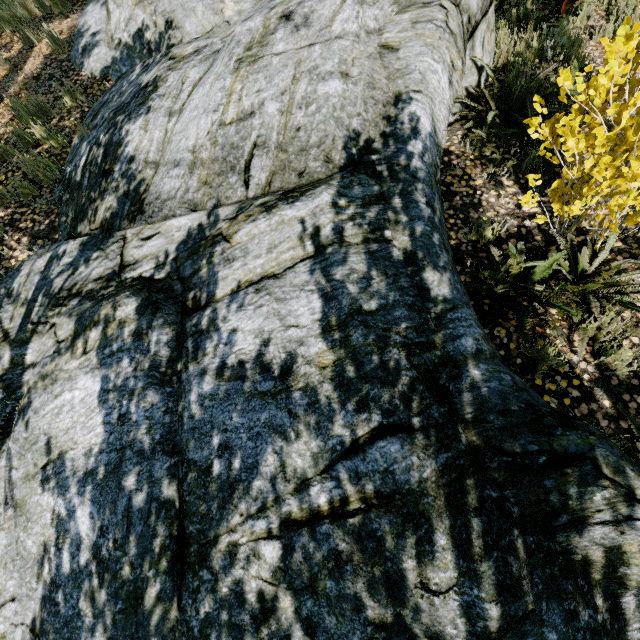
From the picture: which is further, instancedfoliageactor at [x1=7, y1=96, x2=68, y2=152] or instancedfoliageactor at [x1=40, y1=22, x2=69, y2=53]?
instancedfoliageactor at [x1=40, y1=22, x2=69, y2=53]

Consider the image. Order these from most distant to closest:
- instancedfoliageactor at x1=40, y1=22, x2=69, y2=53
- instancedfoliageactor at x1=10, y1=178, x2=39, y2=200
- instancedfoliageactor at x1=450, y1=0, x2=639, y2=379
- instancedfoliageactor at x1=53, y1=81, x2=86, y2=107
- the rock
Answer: instancedfoliageactor at x1=40, y1=22, x2=69, y2=53, instancedfoliageactor at x1=53, y1=81, x2=86, y2=107, instancedfoliageactor at x1=10, y1=178, x2=39, y2=200, instancedfoliageactor at x1=450, y1=0, x2=639, y2=379, the rock

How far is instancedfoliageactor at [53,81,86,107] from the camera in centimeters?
515cm

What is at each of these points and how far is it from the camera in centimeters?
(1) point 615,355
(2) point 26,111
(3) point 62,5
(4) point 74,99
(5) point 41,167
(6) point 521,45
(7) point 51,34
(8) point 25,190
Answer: (1) instancedfoliageactor, 260cm
(2) instancedfoliageactor, 508cm
(3) instancedfoliageactor, 671cm
(4) instancedfoliageactor, 530cm
(5) instancedfoliageactor, 449cm
(6) instancedfoliageactor, 443cm
(7) instancedfoliageactor, 591cm
(8) instancedfoliageactor, 448cm

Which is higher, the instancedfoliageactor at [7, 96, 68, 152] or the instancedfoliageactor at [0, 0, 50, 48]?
the instancedfoliageactor at [0, 0, 50, 48]

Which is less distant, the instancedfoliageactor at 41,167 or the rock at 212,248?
the rock at 212,248

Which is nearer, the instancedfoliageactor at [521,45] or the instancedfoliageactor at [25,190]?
the instancedfoliageactor at [521,45]
